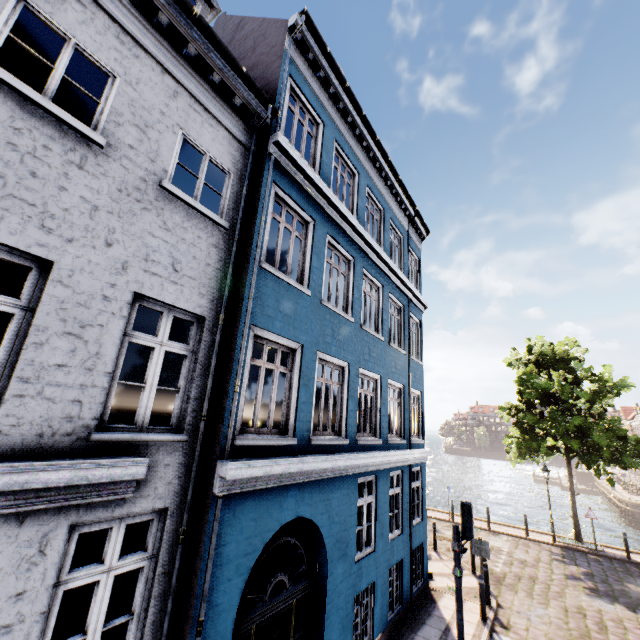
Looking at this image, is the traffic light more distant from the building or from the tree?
the tree

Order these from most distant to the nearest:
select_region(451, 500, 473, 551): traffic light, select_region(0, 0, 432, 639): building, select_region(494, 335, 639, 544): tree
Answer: select_region(494, 335, 639, 544): tree → select_region(451, 500, 473, 551): traffic light → select_region(0, 0, 432, 639): building

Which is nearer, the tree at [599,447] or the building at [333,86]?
the building at [333,86]

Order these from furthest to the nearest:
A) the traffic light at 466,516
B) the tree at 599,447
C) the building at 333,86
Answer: the tree at 599,447
the traffic light at 466,516
the building at 333,86

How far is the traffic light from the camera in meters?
7.4 m

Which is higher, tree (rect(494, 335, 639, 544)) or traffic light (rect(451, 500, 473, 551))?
tree (rect(494, 335, 639, 544))

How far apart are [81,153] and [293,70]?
5.7m

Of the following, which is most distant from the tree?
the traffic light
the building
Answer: the traffic light
